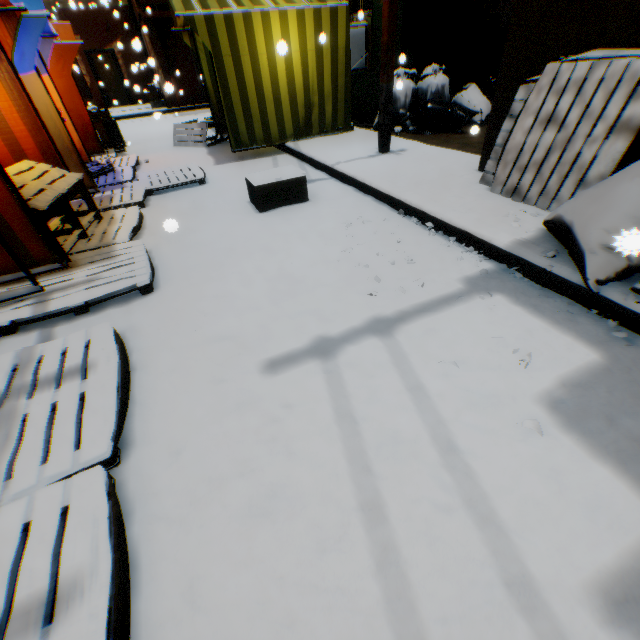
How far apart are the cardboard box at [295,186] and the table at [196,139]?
3.98m

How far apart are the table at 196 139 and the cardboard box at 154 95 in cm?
935

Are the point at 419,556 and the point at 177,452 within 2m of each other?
yes

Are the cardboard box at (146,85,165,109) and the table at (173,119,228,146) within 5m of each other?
no

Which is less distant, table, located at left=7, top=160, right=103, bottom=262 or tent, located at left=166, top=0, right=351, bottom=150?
table, located at left=7, top=160, right=103, bottom=262

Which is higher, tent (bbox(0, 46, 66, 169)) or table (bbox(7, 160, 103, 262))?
tent (bbox(0, 46, 66, 169))

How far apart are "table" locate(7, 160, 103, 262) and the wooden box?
6.7 meters

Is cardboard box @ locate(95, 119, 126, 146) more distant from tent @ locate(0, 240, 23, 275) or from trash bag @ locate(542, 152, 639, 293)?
trash bag @ locate(542, 152, 639, 293)
